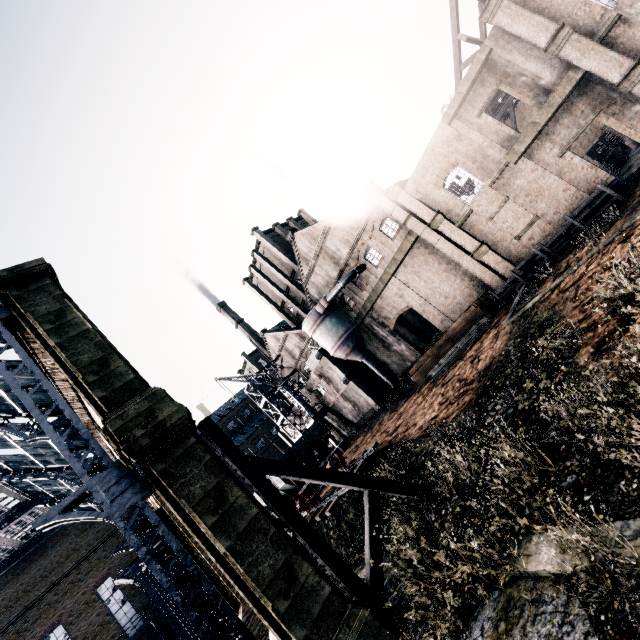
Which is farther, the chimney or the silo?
the chimney

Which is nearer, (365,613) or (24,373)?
(365,613)

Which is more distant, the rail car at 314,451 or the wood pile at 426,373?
the wood pile at 426,373

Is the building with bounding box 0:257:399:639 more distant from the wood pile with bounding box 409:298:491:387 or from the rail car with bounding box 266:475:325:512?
the rail car with bounding box 266:475:325:512

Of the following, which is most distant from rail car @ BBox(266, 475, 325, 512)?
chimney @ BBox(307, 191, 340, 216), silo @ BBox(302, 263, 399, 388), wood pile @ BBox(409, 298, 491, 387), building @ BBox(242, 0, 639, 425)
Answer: chimney @ BBox(307, 191, 340, 216)

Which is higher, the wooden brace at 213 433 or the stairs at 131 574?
the stairs at 131 574

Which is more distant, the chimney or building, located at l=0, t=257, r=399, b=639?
the chimney

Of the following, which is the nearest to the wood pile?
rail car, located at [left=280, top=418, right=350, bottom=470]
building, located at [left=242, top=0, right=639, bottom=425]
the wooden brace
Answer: building, located at [left=242, top=0, right=639, bottom=425]
